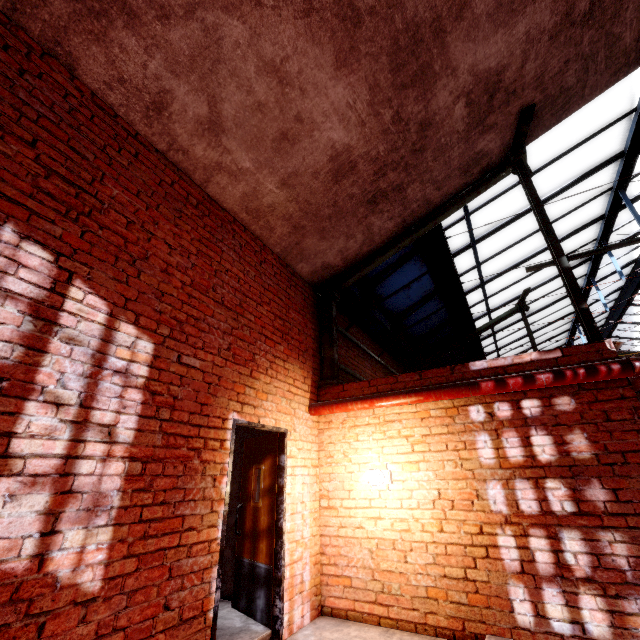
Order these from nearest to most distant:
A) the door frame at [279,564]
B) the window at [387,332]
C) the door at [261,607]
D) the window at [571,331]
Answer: the door frame at [279,564], the door at [261,607], the window at [387,332], the window at [571,331]

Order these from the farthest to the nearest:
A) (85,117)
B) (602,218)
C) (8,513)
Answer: (602,218)
(85,117)
(8,513)

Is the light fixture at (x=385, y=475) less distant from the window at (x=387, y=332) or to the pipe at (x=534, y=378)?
the pipe at (x=534, y=378)

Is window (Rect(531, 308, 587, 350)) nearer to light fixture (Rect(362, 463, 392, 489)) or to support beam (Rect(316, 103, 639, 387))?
support beam (Rect(316, 103, 639, 387))

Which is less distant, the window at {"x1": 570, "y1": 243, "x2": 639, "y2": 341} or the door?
the door

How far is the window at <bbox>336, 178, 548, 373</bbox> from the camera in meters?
6.8

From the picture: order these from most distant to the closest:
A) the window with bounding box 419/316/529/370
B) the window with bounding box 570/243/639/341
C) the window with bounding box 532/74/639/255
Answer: the window with bounding box 419/316/529/370
the window with bounding box 570/243/639/341
the window with bounding box 532/74/639/255

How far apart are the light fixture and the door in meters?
1.3 m
